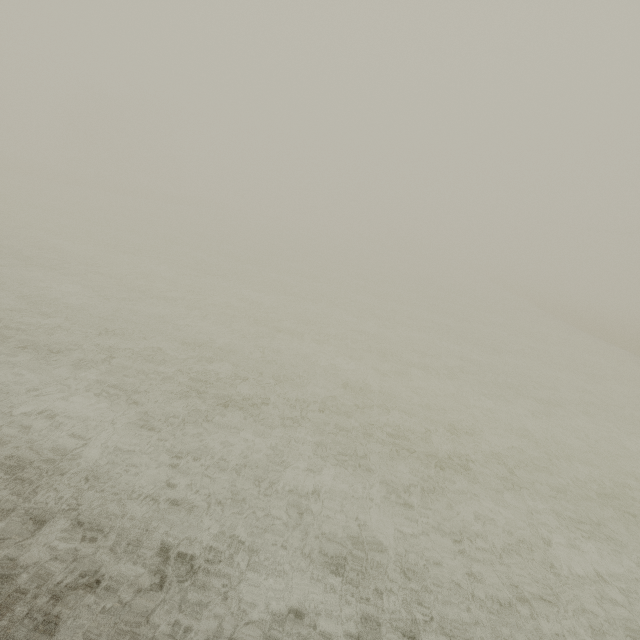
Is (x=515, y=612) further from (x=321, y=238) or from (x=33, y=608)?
(x=321, y=238)
